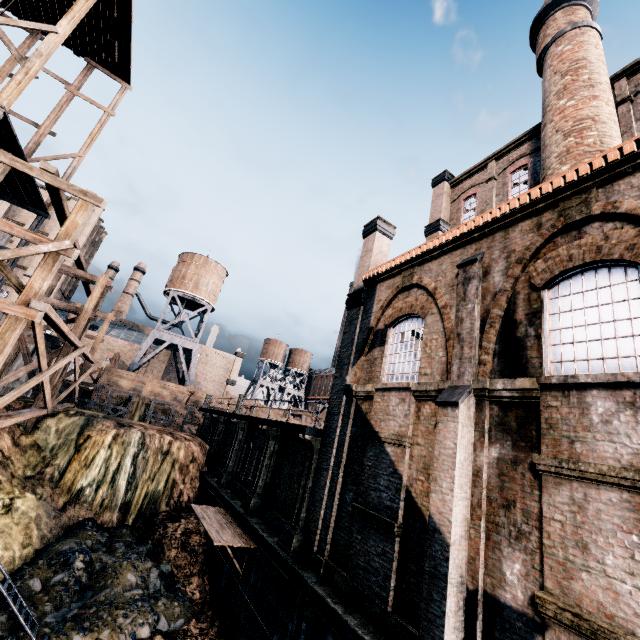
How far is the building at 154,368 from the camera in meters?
55.5 m

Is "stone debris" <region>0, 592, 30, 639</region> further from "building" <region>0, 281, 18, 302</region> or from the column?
"building" <region>0, 281, 18, 302</region>

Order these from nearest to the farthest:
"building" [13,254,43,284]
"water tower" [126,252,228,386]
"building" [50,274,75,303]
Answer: "water tower" [126,252,228,386] → "building" [13,254,43,284] → "building" [50,274,75,303]

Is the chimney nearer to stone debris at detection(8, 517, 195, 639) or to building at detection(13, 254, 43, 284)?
stone debris at detection(8, 517, 195, 639)

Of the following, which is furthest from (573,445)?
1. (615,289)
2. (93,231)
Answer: (93,231)

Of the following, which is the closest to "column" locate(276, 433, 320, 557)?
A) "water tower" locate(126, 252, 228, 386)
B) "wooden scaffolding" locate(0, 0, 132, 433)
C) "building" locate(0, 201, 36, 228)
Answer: "wooden scaffolding" locate(0, 0, 132, 433)

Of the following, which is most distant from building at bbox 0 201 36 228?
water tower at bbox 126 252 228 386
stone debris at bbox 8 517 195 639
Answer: stone debris at bbox 8 517 195 639

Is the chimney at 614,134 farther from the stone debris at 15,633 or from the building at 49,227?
the building at 49,227
